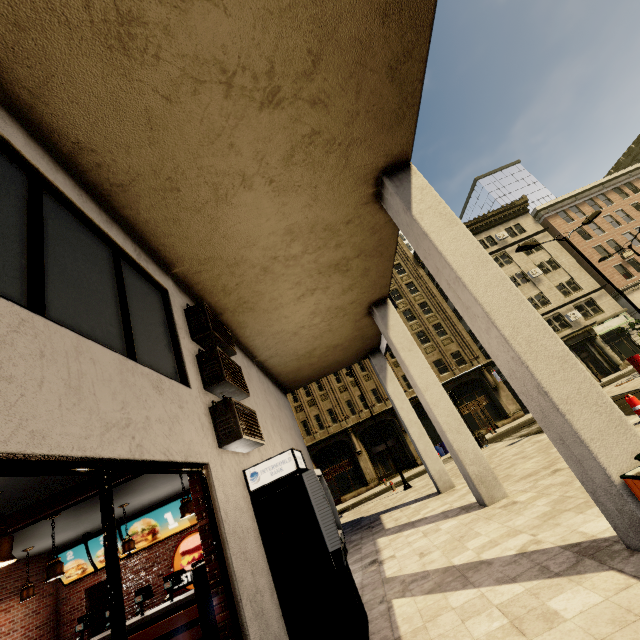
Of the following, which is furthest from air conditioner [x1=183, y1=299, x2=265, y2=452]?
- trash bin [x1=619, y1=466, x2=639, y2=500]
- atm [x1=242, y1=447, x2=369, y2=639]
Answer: trash bin [x1=619, y1=466, x2=639, y2=500]

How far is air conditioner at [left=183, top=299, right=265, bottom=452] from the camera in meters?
4.6

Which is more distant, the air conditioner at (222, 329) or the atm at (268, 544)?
the air conditioner at (222, 329)

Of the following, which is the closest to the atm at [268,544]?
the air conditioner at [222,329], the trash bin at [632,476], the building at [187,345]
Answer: the building at [187,345]

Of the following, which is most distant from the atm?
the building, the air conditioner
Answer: the air conditioner

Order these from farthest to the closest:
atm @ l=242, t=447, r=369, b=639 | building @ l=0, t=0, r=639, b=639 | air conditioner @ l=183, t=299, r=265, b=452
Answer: air conditioner @ l=183, t=299, r=265, b=452, atm @ l=242, t=447, r=369, b=639, building @ l=0, t=0, r=639, b=639

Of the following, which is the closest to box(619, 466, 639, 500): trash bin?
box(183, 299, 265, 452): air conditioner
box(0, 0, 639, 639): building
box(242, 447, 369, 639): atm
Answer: box(0, 0, 639, 639): building

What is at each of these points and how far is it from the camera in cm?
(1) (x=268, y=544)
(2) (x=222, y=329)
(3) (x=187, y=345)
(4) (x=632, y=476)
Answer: (1) atm, 400
(2) air conditioner, 601
(3) building, 502
(4) trash bin, 321
